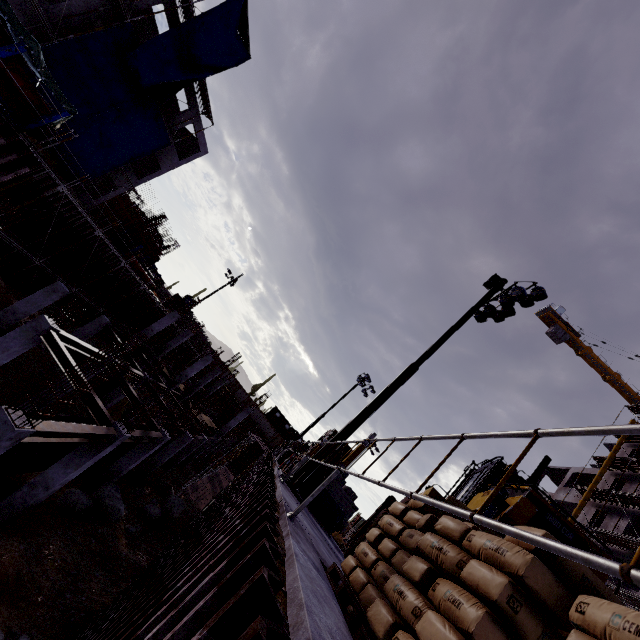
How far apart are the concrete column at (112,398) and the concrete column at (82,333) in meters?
4.4 m

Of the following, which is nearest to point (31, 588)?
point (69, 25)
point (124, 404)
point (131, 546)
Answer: point (131, 546)

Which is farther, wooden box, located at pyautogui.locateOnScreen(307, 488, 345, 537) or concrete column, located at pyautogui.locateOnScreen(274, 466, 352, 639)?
wooden box, located at pyautogui.locateOnScreen(307, 488, 345, 537)

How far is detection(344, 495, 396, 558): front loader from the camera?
8.8 meters

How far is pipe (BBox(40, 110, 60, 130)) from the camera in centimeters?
997cm

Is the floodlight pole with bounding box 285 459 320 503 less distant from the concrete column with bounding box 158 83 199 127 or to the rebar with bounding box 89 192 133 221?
the rebar with bounding box 89 192 133 221

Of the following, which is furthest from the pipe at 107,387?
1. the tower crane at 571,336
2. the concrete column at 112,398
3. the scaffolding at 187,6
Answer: the tower crane at 571,336

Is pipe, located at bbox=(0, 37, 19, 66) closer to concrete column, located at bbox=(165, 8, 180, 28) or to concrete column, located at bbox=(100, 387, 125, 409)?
concrete column, located at bbox=(165, 8, 180, 28)
